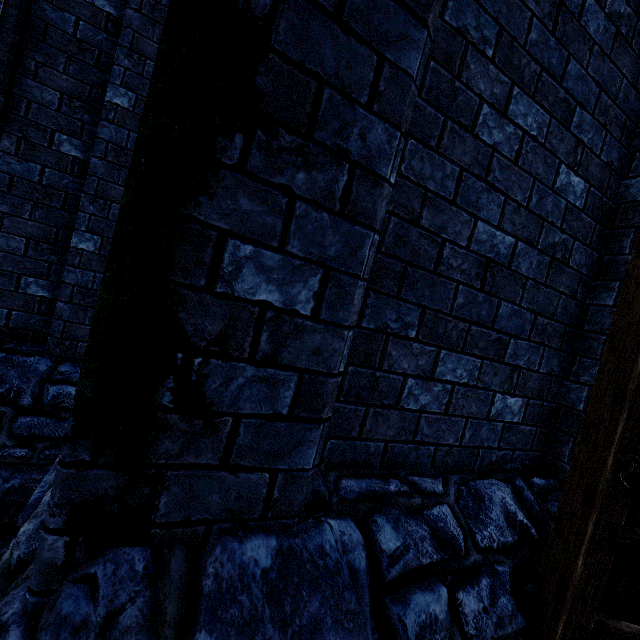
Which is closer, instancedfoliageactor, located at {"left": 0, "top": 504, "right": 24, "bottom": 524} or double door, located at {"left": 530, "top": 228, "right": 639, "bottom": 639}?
double door, located at {"left": 530, "top": 228, "right": 639, "bottom": 639}

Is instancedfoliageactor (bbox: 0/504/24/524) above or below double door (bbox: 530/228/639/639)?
below

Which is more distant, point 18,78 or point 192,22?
point 18,78

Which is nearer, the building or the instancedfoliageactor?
the building

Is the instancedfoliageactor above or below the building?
below

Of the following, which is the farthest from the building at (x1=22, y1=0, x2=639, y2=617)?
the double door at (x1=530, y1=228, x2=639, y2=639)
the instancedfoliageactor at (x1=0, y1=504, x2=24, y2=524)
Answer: the instancedfoliageactor at (x1=0, y1=504, x2=24, y2=524)

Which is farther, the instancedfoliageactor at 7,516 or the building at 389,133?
the instancedfoliageactor at 7,516

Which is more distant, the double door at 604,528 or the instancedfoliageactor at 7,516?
the instancedfoliageactor at 7,516
